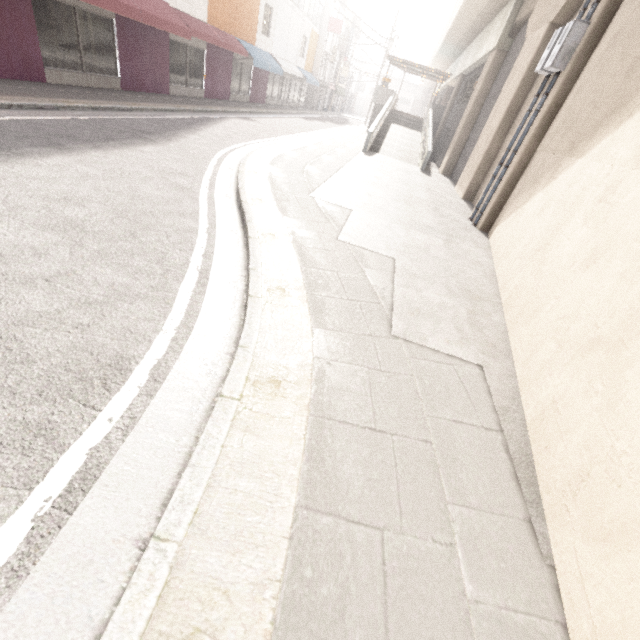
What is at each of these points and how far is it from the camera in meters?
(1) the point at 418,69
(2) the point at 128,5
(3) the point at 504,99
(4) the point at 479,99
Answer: (1) exterior awning, 27.4
(2) awning, 9.9
(3) concrete pillar, 10.8
(4) concrete pillar, 14.8

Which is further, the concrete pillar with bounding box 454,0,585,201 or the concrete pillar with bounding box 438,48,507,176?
the concrete pillar with bounding box 438,48,507,176

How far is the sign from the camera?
29.95m

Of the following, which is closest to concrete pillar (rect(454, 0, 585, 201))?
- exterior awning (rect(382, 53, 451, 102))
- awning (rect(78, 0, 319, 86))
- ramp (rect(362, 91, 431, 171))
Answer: ramp (rect(362, 91, 431, 171))

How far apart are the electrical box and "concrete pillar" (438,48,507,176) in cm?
941

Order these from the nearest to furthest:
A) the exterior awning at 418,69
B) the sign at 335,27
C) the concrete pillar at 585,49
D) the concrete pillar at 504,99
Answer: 1. the concrete pillar at 585,49
2. the concrete pillar at 504,99
3. the exterior awning at 418,69
4. the sign at 335,27

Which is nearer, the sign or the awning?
the awning

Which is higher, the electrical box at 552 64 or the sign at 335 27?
the sign at 335 27
